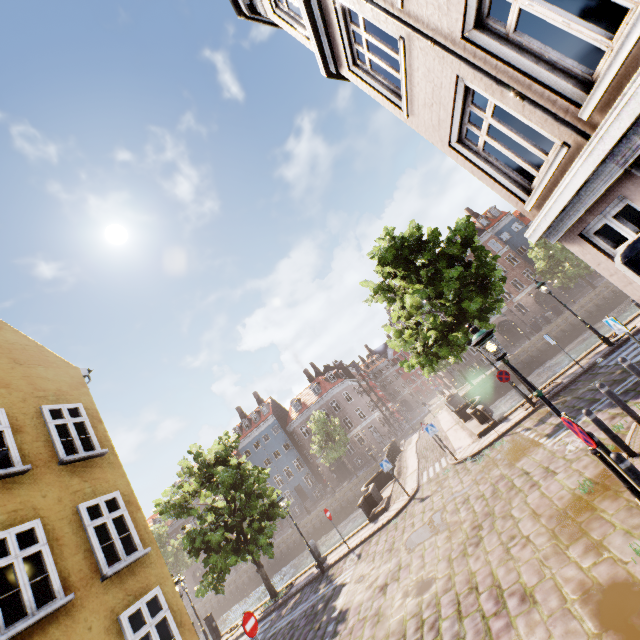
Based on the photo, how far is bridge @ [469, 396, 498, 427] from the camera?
15.2 meters

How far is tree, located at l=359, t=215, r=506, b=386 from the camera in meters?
13.7 m

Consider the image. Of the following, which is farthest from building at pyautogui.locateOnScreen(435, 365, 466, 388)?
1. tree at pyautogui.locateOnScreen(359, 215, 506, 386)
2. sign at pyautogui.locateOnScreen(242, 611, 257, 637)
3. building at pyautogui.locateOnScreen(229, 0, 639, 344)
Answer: sign at pyautogui.locateOnScreen(242, 611, 257, 637)

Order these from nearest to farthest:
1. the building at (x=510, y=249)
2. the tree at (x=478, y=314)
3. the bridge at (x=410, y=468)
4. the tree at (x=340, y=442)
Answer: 1. the building at (x=510, y=249)
2. the tree at (x=478, y=314)
3. the bridge at (x=410, y=468)
4. the tree at (x=340, y=442)

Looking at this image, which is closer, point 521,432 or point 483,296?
point 521,432

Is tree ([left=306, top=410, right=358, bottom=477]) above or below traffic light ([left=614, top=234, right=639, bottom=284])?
above

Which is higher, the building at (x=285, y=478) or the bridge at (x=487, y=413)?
the building at (x=285, y=478)
